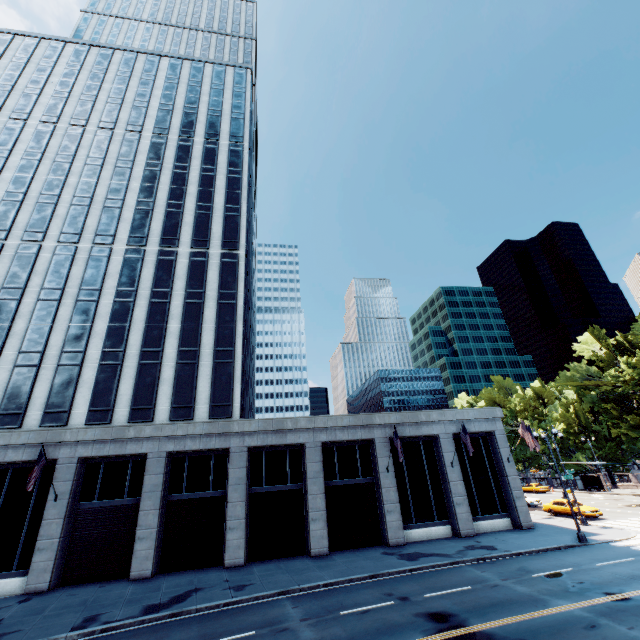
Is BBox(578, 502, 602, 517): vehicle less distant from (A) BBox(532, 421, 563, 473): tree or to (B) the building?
(B) the building

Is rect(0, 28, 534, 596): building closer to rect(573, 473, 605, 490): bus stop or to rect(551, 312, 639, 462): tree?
rect(551, 312, 639, 462): tree

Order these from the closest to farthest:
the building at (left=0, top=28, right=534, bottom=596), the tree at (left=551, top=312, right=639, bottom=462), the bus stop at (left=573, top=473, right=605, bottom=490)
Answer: the building at (left=0, top=28, right=534, bottom=596), the tree at (left=551, top=312, right=639, bottom=462), the bus stop at (left=573, top=473, right=605, bottom=490)

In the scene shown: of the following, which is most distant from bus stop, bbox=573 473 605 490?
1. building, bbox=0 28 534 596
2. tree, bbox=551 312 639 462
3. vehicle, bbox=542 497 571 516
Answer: building, bbox=0 28 534 596

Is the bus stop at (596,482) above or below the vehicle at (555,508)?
above

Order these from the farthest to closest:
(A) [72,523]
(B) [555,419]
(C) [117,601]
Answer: (B) [555,419] < (A) [72,523] < (C) [117,601]

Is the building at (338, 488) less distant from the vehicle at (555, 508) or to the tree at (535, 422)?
the vehicle at (555, 508)
